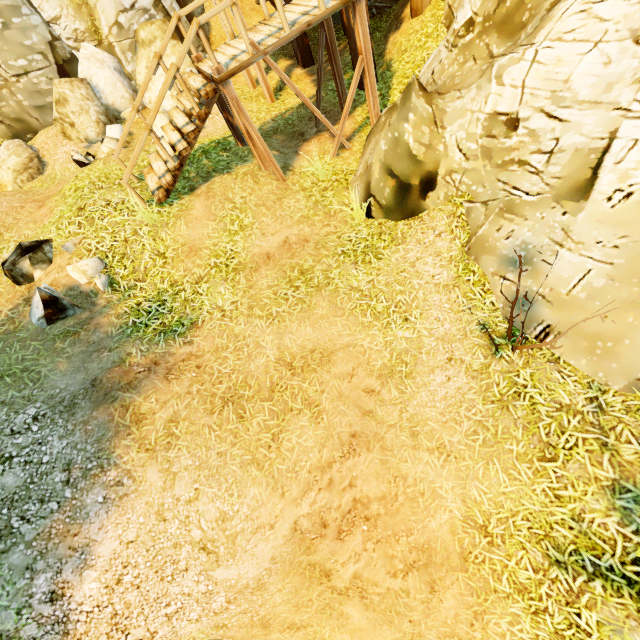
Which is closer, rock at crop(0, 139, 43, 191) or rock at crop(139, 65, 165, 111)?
rock at crop(0, 139, 43, 191)

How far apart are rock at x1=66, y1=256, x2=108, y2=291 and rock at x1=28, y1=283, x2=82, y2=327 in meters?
0.3 m

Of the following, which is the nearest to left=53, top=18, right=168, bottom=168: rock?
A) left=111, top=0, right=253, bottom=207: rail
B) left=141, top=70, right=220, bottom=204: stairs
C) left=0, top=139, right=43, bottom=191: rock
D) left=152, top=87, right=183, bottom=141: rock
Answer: left=152, top=87, right=183, bottom=141: rock

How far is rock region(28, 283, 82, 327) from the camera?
5.41m

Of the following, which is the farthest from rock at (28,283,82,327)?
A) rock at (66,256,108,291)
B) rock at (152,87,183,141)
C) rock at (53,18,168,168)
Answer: rock at (53,18,168,168)

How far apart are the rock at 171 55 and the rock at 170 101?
0.20m

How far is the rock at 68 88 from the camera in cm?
940

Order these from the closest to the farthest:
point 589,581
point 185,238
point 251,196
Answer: point 589,581
point 185,238
point 251,196
